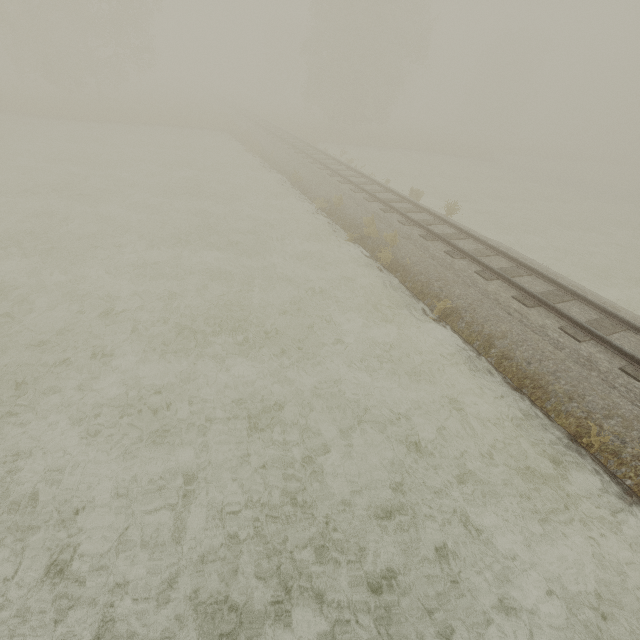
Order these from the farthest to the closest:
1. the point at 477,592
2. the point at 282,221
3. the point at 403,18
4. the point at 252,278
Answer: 1. the point at 403,18
2. the point at 282,221
3. the point at 252,278
4. the point at 477,592
